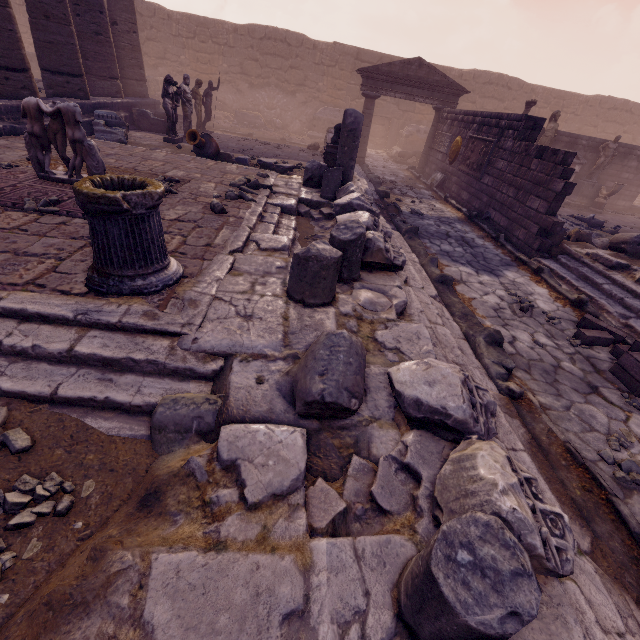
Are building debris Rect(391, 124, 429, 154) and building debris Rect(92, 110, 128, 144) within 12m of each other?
no

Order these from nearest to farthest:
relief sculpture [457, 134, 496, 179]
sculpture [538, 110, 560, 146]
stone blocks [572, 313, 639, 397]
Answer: stone blocks [572, 313, 639, 397]
relief sculpture [457, 134, 496, 179]
sculpture [538, 110, 560, 146]

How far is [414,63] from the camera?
13.3m

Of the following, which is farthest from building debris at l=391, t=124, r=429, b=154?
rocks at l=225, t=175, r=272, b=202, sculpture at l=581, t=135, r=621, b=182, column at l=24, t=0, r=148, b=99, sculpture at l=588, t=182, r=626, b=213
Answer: rocks at l=225, t=175, r=272, b=202

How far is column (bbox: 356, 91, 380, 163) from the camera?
13.6 meters

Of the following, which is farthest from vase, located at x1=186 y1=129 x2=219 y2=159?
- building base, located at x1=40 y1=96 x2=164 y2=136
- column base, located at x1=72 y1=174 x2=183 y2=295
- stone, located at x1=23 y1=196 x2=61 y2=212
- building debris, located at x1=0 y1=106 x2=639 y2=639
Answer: column base, located at x1=72 y1=174 x2=183 y2=295

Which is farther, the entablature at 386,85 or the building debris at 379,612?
the entablature at 386,85

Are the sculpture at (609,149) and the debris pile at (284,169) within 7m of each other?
no
